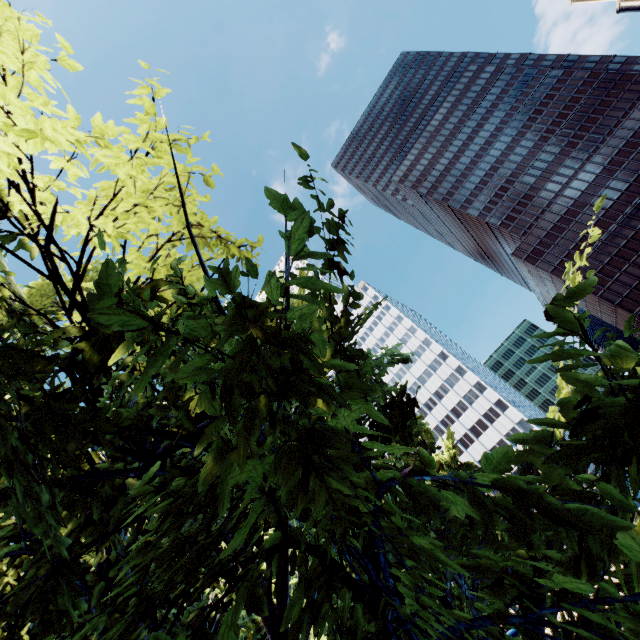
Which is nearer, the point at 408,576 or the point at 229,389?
the point at 229,389

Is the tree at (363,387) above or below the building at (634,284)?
below

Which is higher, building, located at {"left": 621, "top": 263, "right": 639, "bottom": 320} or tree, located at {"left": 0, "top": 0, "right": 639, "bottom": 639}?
building, located at {"left": 621, "top": 263, "right": 639, "bottom": 320}

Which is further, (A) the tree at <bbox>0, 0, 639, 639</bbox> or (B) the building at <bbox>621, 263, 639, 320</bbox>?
(B) the building at <bbox>621, 263, 639, 320</bbox>

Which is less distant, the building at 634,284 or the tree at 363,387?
the tree at 363,387
